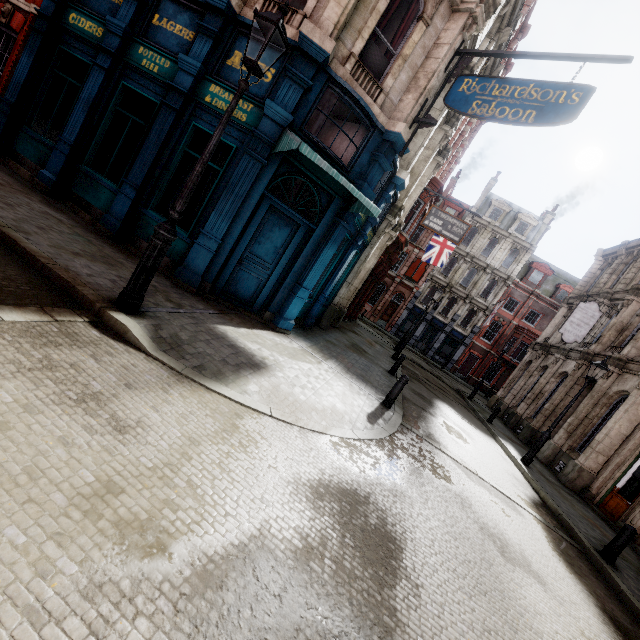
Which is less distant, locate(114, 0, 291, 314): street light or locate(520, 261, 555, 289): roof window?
locate(114, 0, 291, 314): street light

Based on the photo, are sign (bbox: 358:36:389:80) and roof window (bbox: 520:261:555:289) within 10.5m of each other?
no

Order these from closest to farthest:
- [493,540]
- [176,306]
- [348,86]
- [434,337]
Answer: [493,540]
[176,306]
[348,86]
[434,337]

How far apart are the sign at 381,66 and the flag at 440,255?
15.0m

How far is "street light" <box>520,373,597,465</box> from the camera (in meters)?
11.73

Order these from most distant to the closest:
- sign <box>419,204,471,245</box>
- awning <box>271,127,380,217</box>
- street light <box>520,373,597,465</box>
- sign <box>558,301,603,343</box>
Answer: sign <box>558,301,603,343</box> → sign <box>419,204,471,245</box> → street light <box>520,373,597,465</box> → awning <box>271,127,380,217</box>

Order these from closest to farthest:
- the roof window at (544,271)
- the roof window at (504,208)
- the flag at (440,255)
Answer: the flag at (440,255) < the roof window at (544,271) < the roof window at (504,208)

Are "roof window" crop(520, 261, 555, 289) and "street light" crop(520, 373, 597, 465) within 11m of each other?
no
